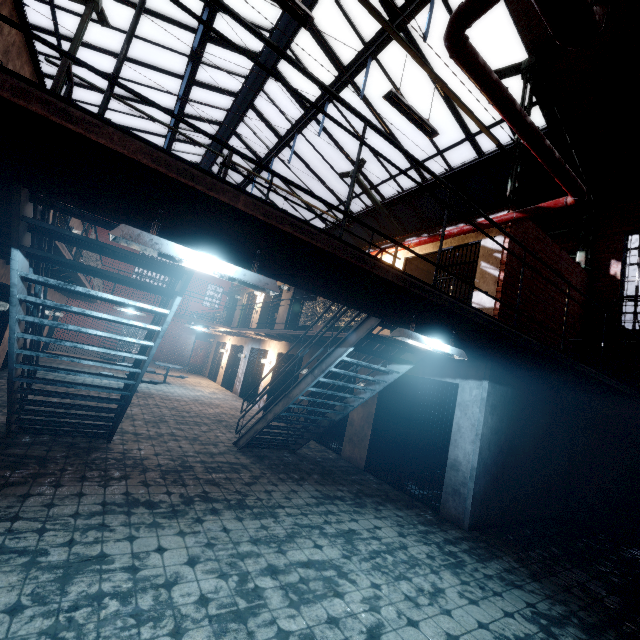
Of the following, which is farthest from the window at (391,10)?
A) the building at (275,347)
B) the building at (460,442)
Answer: the building at (275,347)

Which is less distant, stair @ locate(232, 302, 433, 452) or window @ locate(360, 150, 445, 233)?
stair @ locate(232, 302, 433, 452)

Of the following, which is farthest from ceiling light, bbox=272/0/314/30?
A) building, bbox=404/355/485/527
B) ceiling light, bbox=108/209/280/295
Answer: building, bbox=404/355/485/527

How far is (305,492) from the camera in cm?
545

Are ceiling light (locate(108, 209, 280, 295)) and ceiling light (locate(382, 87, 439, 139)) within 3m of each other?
no

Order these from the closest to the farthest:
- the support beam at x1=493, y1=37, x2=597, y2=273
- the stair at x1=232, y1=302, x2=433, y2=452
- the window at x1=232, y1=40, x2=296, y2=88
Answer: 1. the stair at x1=232, y1=302, x2=433, y2=452
2. the support beam at x1=493, y1=37, x2=597, y2=273
3. the window at x1=232, y1=40, x2=296, y2=88

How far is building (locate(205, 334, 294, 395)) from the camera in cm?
1306

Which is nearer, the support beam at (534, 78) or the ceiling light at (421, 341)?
the ceiling light at (421, 341)
